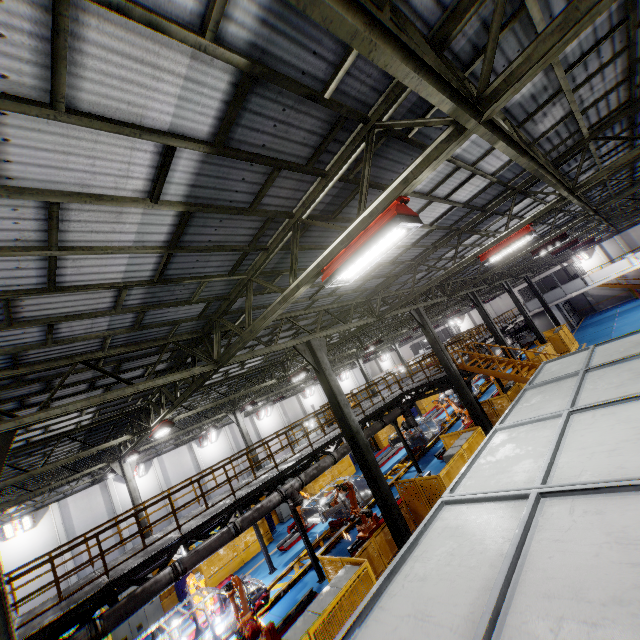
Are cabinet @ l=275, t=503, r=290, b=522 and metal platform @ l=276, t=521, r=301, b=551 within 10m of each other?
yes

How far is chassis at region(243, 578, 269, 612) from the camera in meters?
11.8

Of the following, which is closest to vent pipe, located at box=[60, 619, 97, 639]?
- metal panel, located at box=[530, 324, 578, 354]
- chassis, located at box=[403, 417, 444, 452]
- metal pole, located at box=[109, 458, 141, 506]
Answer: chassis, located at box=[403, 417, 444, 452]

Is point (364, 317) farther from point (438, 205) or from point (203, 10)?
point (203, 10)

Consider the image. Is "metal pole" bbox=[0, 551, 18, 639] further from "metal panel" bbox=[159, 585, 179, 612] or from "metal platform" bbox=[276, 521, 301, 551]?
"metal platform" bbox=[276, 521, 301, 551]

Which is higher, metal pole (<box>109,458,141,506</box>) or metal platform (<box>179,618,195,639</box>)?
metal pole (<box>109,458,141,506</box>)

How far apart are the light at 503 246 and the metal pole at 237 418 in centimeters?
1970cm

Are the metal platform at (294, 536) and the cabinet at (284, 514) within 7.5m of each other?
yes
